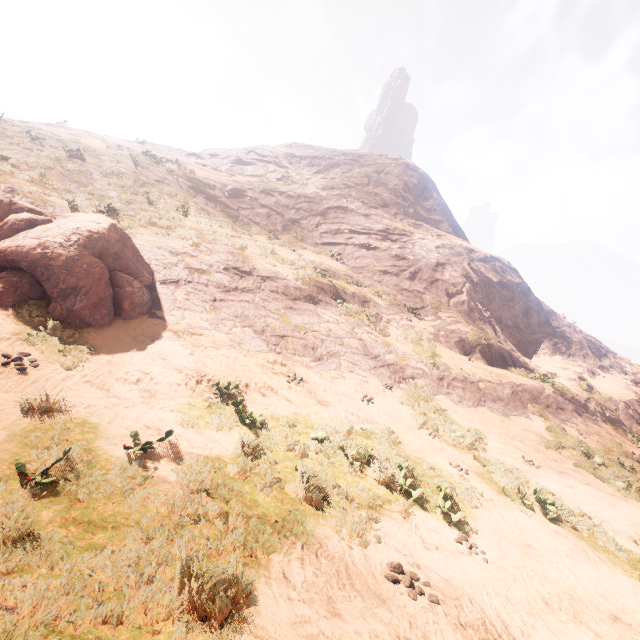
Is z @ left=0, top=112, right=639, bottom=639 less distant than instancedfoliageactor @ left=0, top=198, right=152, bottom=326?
Yes

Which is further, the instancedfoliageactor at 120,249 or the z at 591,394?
the instancedfoliageactor at 120,249

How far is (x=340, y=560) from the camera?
4.49m
